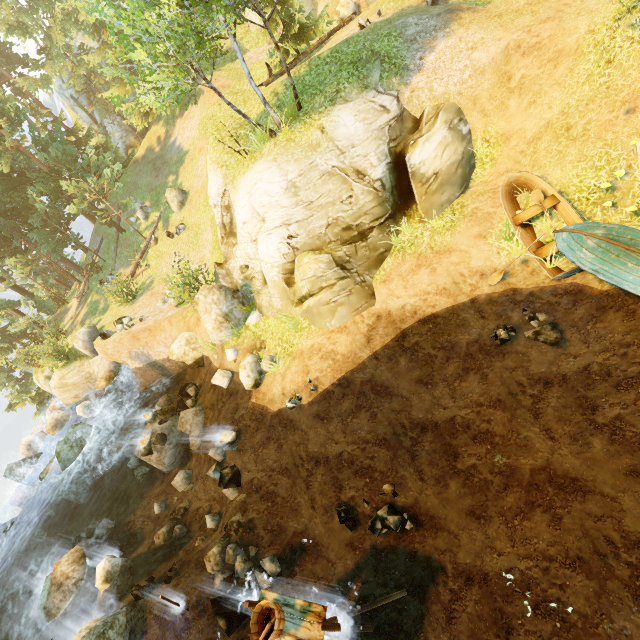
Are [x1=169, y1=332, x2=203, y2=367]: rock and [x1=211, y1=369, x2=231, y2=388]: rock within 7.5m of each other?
yes

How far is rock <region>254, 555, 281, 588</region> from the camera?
9.5m

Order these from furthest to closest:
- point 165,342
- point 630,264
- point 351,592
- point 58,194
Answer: point 58,194 < point 165,342 < point 351,592 < point 630,264

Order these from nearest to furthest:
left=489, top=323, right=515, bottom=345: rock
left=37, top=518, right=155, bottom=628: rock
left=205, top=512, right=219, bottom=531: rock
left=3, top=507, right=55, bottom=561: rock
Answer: left=489, top=323, right=515, bottom=345: rock < left=37, top=518, right=155, bottom=628: rock < left=205, top=512, right=219, bottom=531: rock < left=3, top=507, right=55, bottom=561: rock

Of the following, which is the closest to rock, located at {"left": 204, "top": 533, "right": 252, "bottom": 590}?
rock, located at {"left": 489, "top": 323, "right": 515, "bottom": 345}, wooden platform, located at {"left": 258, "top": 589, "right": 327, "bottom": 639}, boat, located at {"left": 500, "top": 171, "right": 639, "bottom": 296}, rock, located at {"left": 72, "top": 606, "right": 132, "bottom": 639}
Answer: wooden platform, located at {"left": 258, "top": 589, "right": 327, "bottom": 639}

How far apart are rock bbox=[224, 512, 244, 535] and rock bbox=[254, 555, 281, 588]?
0.4 meters

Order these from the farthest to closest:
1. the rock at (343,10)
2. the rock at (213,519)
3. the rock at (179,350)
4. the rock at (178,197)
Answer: the rock at (178,197), the rock at (343,10), the rock at (179,350), the rock at (213,519)

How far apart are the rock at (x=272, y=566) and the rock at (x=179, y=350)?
10.1m
